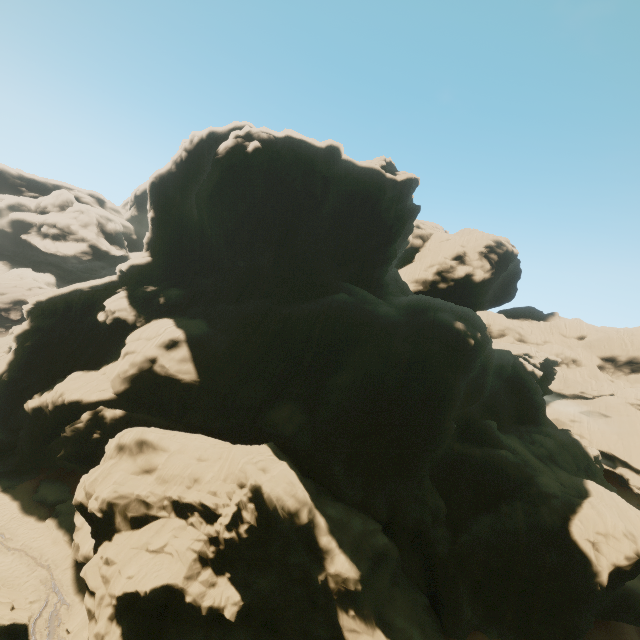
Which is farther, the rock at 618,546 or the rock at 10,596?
the rock at 618,546

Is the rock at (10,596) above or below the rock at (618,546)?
below

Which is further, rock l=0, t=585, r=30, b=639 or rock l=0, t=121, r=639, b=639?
rock l=0, t=121, r=639, b=639

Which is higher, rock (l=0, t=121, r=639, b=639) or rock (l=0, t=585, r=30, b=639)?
rock (l=0, t=121, r=639, b=639)

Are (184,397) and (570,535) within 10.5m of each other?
no
